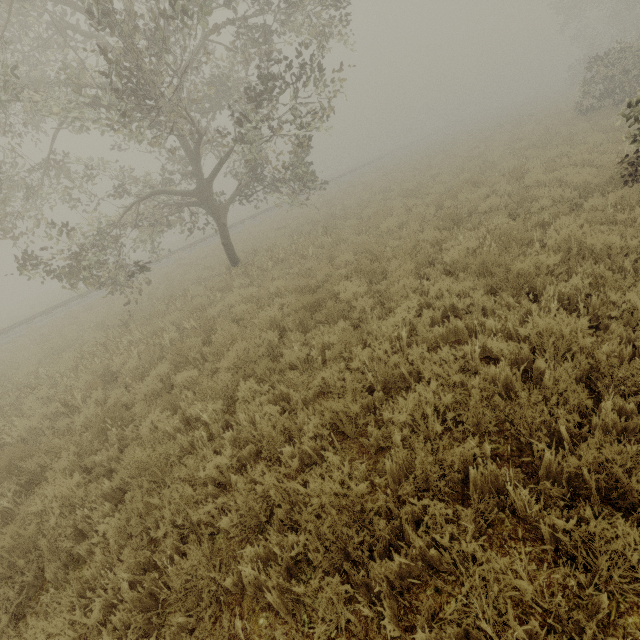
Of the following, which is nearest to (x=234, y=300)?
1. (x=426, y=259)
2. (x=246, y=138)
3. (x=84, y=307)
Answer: (x=426, y=259)

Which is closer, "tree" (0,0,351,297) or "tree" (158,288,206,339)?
"tree" (0,0,351,297)

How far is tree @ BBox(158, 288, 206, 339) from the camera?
8.3m

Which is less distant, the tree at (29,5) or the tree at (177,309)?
the tree at (29,5)

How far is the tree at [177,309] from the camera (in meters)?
8.29

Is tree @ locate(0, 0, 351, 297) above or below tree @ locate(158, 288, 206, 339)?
above
